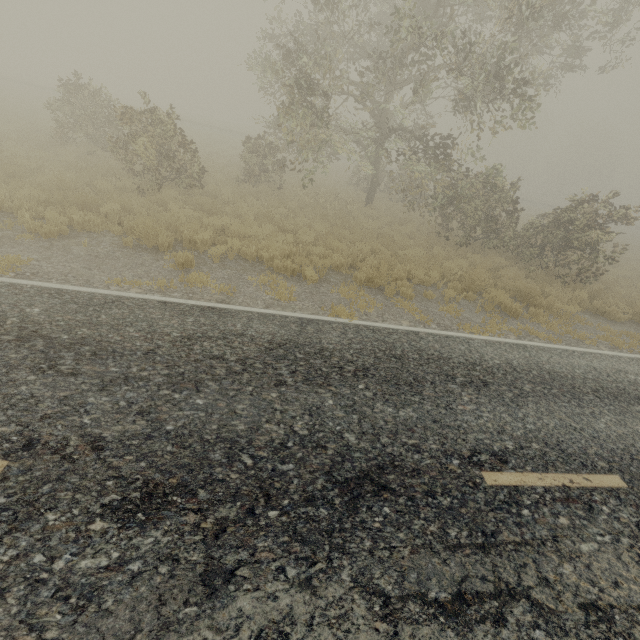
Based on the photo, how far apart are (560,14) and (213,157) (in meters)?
17.56
